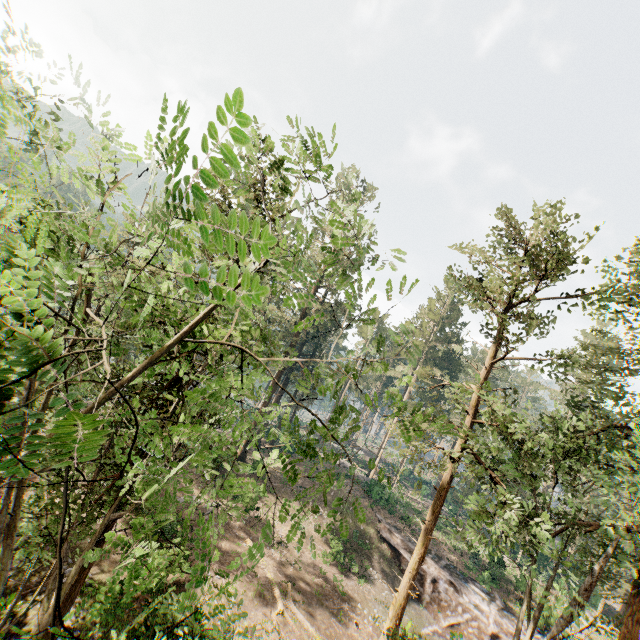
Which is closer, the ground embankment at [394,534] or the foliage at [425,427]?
the foliage at [425,427]

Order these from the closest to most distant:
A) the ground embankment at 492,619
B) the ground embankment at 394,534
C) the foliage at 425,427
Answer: the foliage at 425,427 < the ground embankment at 492,619 < the ground embankment at 394,534

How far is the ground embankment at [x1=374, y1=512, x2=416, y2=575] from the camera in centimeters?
2894cm

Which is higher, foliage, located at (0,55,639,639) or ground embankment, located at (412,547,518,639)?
foliage, located at (0,55,639,639)

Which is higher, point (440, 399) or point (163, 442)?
point (440, 399)

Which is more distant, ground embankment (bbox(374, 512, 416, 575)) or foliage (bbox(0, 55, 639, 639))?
ground embankment (bbox(374, 512, 416, 575))

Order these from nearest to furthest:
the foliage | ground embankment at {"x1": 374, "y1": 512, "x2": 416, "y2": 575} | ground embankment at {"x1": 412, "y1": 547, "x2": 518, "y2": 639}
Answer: the foliage → ground embankment at {"x1": 412, "y1": 547, "x2": 518, "y2": 639} → ground embankment at {"x1": 374, "y1": 512, "x2": 416, "y2": 575}
